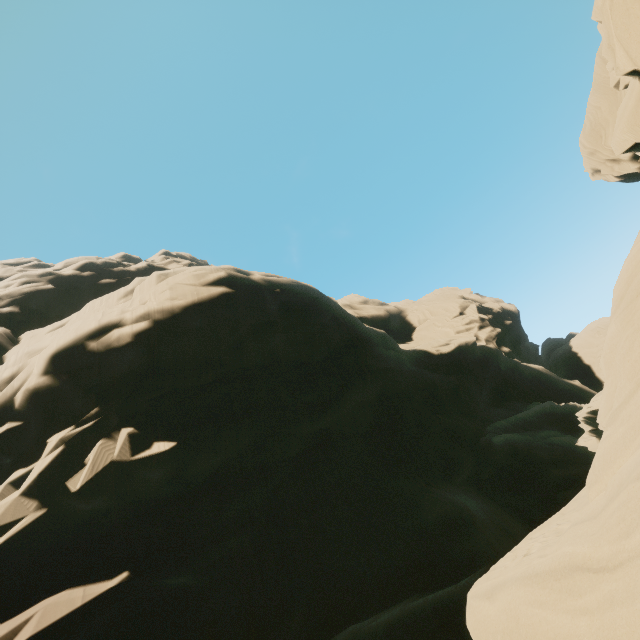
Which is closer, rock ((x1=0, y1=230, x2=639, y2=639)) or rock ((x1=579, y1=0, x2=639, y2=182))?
rock ((x1=0, y1=230, x2=639, y2=639))

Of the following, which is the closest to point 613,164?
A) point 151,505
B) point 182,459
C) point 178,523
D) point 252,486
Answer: point 252,486

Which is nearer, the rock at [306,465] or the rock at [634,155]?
the rock at [306,465]
